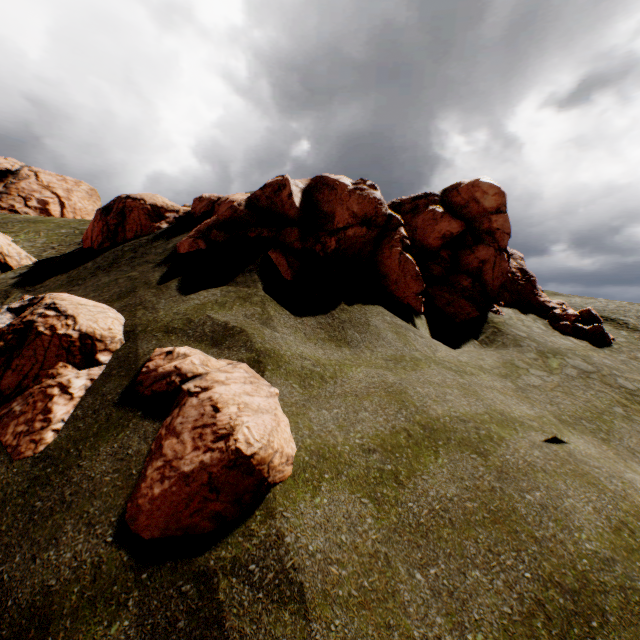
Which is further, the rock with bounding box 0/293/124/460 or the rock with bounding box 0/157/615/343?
the rock with bounding box 0/157/615/343

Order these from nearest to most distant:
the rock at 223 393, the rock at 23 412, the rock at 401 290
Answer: the rock at 223 393 < the rock at 23 412 < the rock at 401 290

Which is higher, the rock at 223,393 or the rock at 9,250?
the rock at 9,250

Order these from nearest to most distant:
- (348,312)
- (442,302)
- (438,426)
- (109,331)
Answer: (438,426) < (109,331) < (348,312) < (442,302)

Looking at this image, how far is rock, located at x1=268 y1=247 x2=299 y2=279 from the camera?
12.3 meters

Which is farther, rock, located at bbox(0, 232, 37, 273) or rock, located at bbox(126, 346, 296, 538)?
rock, located at bbox(0, 232, 37, 273)

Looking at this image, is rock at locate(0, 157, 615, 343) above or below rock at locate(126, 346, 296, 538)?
above
